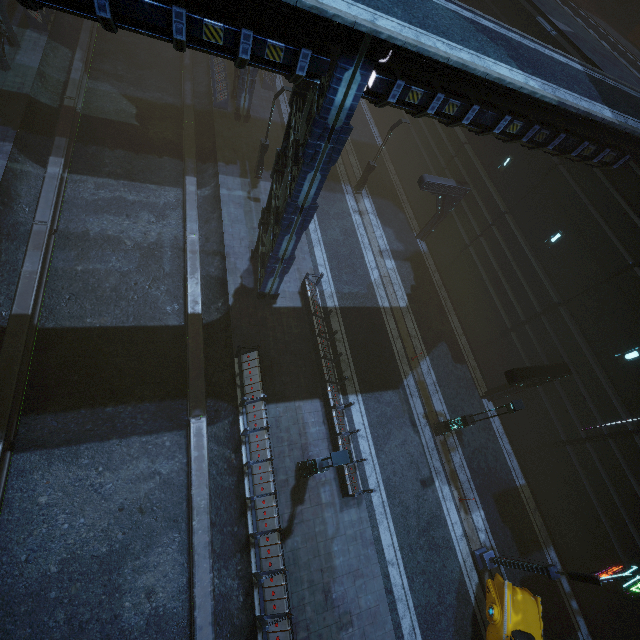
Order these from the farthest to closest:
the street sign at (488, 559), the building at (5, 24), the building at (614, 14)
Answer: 1. the building at (614, 14)
2. the building at (5, 24)
3. the street sign at (488, 559)

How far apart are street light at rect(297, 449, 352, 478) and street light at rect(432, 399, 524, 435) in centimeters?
667cm

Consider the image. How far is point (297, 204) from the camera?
11.48m

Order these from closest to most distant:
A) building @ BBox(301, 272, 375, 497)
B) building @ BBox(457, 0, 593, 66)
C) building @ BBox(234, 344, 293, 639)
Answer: building @ BBox(234, 344, 293, 639) → building @ BBox(301, 272, 375, 497) → building @ BBox(457, 0, 593, 66)

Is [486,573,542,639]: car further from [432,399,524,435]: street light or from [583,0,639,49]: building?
[432,399,524,435]: street light

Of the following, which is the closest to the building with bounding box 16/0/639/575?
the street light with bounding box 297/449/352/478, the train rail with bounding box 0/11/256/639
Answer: the train rail with bounding box 0/11/256/639

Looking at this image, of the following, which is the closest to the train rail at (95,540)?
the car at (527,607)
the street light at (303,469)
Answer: the street light at (303,469)

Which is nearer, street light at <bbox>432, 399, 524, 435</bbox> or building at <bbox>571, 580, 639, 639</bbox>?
street light at <bbox>432, 399, 524, 435</bbox>
